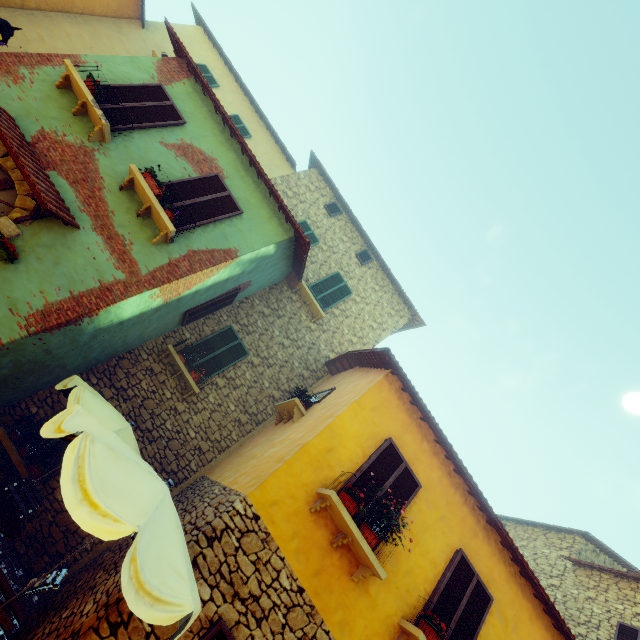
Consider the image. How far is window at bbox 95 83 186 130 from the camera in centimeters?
670cm

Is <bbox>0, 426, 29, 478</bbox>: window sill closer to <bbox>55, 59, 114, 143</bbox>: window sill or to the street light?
<bbox>55, 59, 114, 143</bbox>: window sill

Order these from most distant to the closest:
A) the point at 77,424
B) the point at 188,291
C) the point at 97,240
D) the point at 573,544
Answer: the point at 573,544, the point at 188,291, the point at 97,240, the point at 77,424

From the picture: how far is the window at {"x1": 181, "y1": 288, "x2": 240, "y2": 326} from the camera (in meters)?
8.52

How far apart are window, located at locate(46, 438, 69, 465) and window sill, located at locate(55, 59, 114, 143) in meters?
5.7 m

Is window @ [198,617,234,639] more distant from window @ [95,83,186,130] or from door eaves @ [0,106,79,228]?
door eaves @ [0,106,79,228]

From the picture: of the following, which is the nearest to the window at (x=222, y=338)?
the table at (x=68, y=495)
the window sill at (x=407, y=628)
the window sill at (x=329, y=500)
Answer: the table at (x=68, y=495)

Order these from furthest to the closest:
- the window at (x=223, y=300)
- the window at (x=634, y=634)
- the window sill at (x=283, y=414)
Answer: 1. the window at (x=634, y=634)
2. the window at (x=223, y=300)
3. the window sill at (x=283, y=414)
